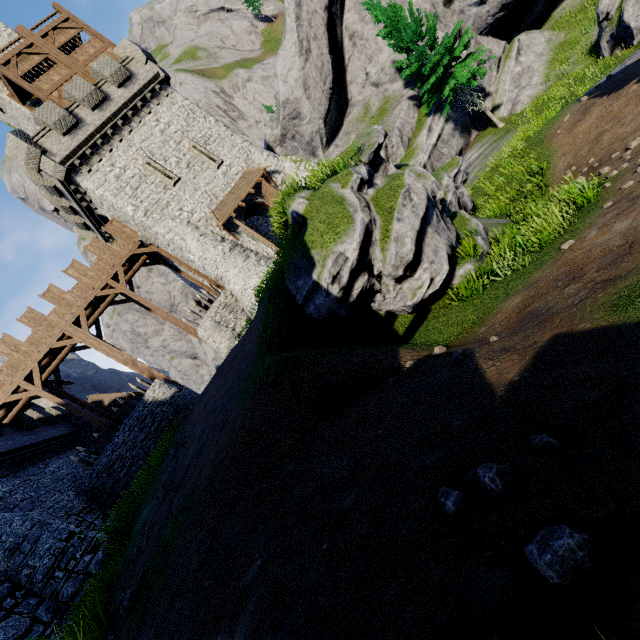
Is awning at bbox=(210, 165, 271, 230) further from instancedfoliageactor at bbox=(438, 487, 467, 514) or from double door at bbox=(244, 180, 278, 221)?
instancedfoliageactor at bbox=(438, 487, 467, 514)

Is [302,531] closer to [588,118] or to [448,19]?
[588,118]

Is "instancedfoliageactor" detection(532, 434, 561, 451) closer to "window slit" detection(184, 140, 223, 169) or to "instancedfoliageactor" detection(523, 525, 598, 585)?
"instancedfoliageactor" detection(523, 525, 598, 585)

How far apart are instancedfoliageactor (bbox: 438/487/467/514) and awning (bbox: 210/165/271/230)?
21.2m

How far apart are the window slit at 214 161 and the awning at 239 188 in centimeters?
130cm

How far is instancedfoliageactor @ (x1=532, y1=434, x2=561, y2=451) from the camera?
2.7 meters

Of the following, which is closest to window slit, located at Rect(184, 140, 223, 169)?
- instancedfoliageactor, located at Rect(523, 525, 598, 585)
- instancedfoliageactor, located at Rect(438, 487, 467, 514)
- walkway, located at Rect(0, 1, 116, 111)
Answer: walkway, located at Rect(0, 1, 116, 111)

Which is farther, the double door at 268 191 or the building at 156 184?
the double door at 268 191
